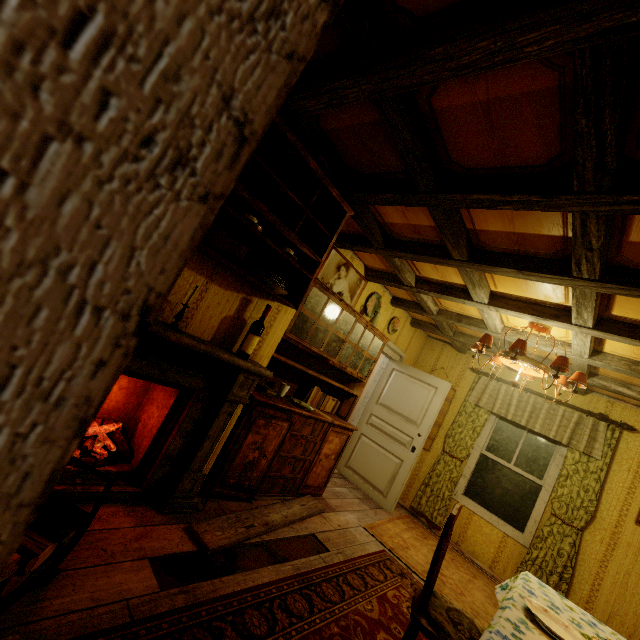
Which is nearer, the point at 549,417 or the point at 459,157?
the point at 459,157

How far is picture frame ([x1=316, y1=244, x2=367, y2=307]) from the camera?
3.8m

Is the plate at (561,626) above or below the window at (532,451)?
below

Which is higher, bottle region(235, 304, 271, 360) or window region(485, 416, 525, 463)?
window region(485, 416, 525, 463)

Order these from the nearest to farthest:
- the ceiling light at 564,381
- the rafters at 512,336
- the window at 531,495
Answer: the ceiling light at 564,381, the rafters at 512,336, the window at 531,495

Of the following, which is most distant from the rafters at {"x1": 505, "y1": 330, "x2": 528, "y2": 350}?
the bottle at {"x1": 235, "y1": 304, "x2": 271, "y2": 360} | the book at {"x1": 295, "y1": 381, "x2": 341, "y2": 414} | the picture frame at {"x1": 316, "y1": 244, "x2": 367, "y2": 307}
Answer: the book at {"x1": 295, "y1": 381, "x2": 341, "y2": 414}

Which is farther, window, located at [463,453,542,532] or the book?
window, located at [463,453,542,532]

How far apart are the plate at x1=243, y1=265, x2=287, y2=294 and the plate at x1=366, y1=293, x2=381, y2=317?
2.25m
